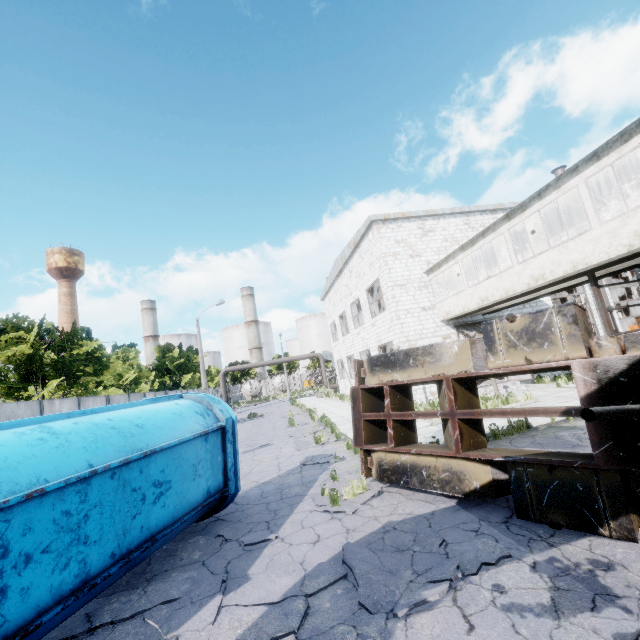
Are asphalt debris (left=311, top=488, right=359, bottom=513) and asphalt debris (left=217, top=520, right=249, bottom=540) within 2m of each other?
yes

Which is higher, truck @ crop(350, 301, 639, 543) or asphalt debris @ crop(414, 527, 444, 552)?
truck @ crop(350, 301, 639, 543)

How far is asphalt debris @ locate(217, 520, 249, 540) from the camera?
6.0m

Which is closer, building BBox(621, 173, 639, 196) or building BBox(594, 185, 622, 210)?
building BBox(621, 173, 639, 196)

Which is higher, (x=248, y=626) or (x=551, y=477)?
(x=551, y=477)

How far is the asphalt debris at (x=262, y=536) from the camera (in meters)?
5.52

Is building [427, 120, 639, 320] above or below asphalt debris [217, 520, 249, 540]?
above

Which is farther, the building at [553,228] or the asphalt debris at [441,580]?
the building at [553,228]
